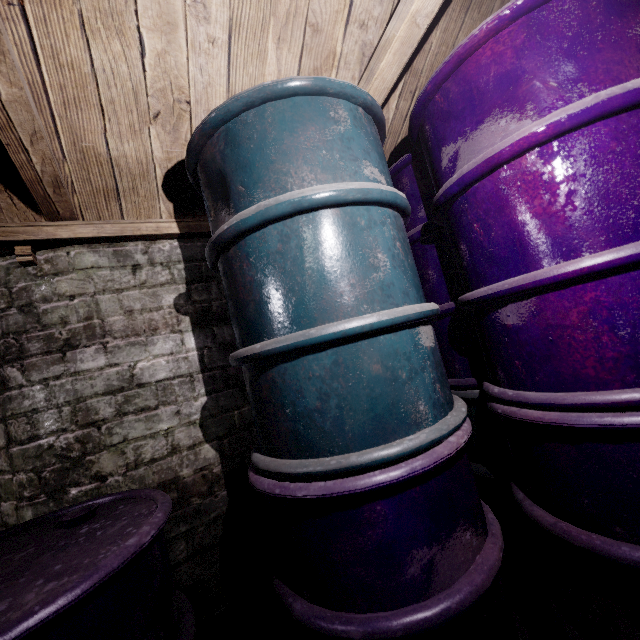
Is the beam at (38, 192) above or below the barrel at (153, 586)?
above

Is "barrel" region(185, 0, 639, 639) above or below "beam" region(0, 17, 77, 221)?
below

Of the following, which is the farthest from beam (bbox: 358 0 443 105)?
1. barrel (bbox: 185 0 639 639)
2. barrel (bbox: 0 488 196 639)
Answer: barrel (bbox: 0 488 196 639)

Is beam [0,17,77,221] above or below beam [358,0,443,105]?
below

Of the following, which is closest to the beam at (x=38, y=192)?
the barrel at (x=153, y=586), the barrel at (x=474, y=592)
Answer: the barrel at (x=474, y=592)

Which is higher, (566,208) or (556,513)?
(566,208)

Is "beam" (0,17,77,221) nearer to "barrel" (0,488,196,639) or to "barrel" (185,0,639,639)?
"barrel" (185,0,639,639)
